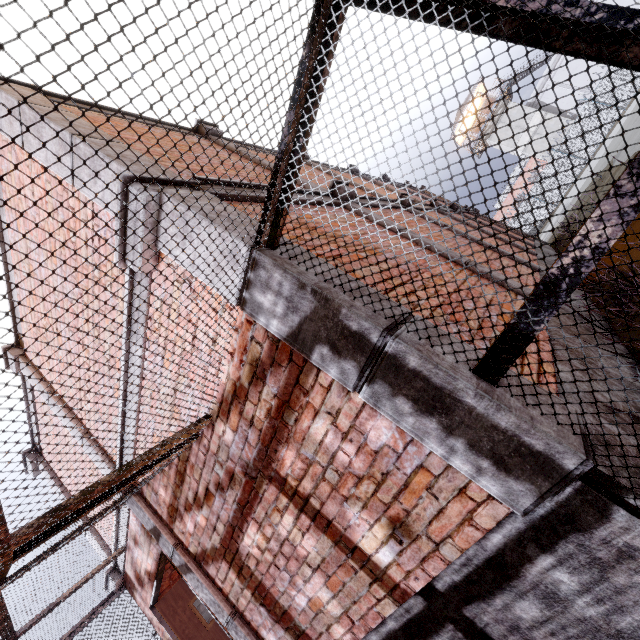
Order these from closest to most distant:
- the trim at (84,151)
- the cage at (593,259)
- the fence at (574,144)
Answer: the cage at (593,259)
the trim at (84,151)
the fence at (574,144)

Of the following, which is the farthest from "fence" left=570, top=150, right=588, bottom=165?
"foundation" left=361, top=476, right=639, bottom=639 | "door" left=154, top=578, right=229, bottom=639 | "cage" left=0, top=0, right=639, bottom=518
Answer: "door" left=154, top=578, right=229, bottom=639

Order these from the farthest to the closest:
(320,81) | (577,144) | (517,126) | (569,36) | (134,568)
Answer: (517,126) → (577,144) → (134,568) → (320,81) → (569,36)

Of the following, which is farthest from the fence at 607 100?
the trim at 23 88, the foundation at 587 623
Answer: the foundation at 587 623

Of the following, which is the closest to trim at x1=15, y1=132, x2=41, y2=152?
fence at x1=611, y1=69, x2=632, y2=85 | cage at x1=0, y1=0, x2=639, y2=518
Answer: cage at x1=0, y1=0, x2=639, y2=518

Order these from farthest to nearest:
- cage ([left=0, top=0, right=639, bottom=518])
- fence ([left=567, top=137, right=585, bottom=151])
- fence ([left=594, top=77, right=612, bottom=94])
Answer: fence ([left=567, top=137, right=585, bottom=151]), fence ([left=594, top=77, right=612, bottom=94]), cage ([left=0, top=0, right=639, bottom=518])

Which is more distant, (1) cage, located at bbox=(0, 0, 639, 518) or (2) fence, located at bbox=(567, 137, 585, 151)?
(2) fence, located at bbox=(567, 137, 585, 151)
